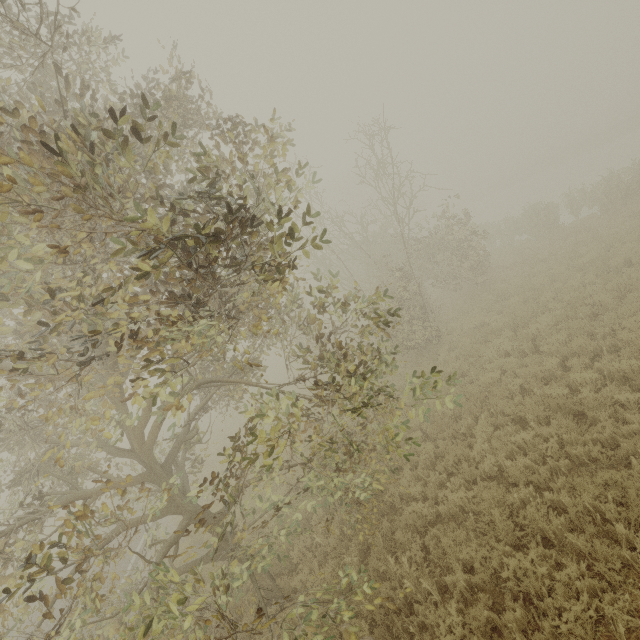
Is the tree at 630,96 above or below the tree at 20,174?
below

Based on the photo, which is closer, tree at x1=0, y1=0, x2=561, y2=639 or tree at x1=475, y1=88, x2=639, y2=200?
tree at x1=0, y1=0, x2=561, y2=639

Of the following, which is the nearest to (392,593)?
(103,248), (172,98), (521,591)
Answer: (521,591)

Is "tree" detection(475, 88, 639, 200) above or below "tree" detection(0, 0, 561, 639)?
below

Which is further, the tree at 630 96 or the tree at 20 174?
the tree at 630 96
